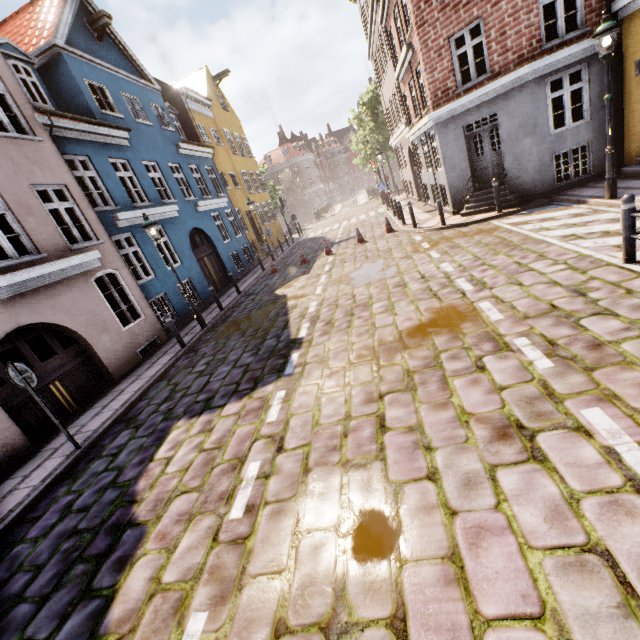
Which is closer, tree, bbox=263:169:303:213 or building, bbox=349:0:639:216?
building, bbox=349:0:639:216

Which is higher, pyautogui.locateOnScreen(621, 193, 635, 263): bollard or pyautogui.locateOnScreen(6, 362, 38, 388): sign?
pyautogui.locateOnScreen(6, 362, 38, 388): sign

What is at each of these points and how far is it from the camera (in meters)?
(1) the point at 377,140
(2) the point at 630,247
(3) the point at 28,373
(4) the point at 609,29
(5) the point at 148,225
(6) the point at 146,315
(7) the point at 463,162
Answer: (1) tree, 33.56
(2) bollard, 5.19
(3) sign, 5.46
(4) street light, 6.81
(5) street light, 9.68
(6) building, 10.96
(7) building, 11.99

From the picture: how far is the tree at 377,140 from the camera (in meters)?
32.62

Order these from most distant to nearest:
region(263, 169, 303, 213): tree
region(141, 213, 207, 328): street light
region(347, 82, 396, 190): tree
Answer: region(263, 169, 303, 213): tree
region(347, 82, 396, 190): tree
region(141, 213, 207, 328): street light

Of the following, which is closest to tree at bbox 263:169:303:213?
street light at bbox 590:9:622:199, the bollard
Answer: street light at bbox 590:9:622:199

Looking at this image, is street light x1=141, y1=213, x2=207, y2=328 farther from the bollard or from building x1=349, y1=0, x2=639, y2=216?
building x1=349, y1=0, x2=639, y2=216

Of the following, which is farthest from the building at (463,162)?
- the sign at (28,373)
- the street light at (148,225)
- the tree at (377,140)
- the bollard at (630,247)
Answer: the sign at (28,373)
